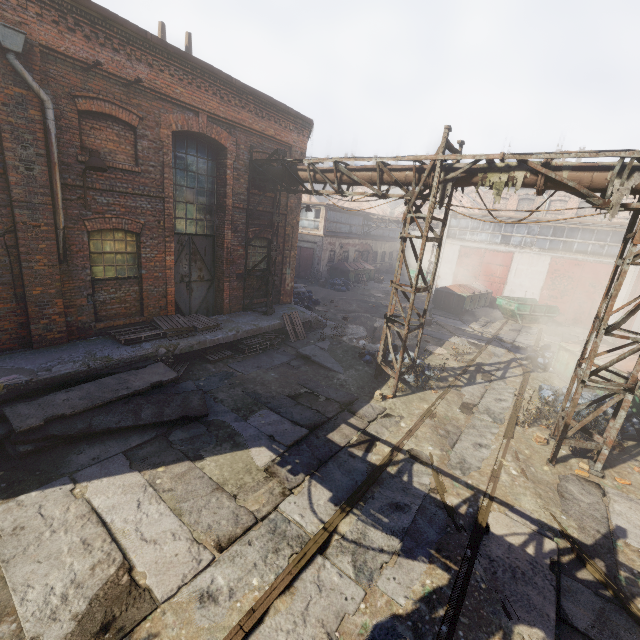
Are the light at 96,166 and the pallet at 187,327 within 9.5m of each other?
yes

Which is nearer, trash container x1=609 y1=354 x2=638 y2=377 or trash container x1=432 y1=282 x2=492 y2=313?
trash container x1=609 y1=354 x2=638 y2=377

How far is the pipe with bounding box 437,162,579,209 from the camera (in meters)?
6.67

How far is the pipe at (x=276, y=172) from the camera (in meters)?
10.64

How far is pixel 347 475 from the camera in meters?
6.2 m

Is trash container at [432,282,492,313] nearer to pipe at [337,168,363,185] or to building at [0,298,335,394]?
building at [0,298,335,394]
